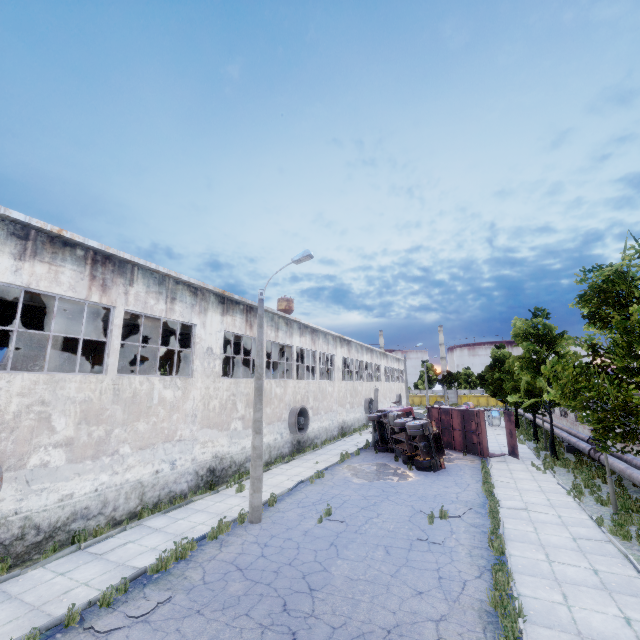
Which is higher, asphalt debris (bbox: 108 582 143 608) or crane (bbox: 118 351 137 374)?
crane (bbox: 118 351 137 374)

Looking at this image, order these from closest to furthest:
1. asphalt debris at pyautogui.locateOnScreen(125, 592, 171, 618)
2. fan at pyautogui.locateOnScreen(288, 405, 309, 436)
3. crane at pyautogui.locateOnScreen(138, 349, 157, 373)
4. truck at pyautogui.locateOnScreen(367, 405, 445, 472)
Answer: asphalt debris at pyautogui.locateOnScreen(125, 592, 171, 618)
truck at pyautogui.locateOnScreen(367, 405, 445, 472)
crane at pyautogui.locateOnScreen(138, 349, 157, 373)
fan at pyautogui.locateOnScreen(288, 405, 309, 436)

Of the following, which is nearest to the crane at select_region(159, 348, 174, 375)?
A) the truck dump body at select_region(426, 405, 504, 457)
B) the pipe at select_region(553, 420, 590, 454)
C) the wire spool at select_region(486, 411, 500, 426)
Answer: the truck dump body at select_region(426, 405, 504, 457)

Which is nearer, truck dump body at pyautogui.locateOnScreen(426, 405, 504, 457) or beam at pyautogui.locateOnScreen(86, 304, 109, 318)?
beam at pyautogui.locateOnScreen(86, 304, 109, 318)

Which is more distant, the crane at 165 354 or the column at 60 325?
the crane at 165 354

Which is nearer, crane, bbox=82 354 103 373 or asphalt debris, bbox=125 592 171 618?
asphalt debris, bbox=125 592 171 618

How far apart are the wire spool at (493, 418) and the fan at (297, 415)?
24.9 meters

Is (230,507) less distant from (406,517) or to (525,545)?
(406,517)
